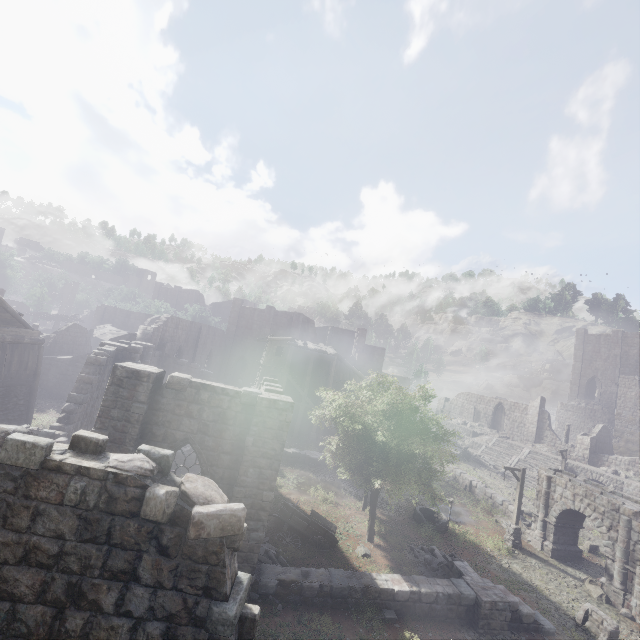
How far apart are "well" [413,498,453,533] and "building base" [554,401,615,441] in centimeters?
4216cm

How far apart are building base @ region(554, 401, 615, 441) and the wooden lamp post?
38.36m

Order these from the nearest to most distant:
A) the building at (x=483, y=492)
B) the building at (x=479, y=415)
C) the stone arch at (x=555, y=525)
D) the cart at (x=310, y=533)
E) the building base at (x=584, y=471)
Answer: the cart at (x=310, y=533)
the stone arch at (x=555, y=525)
the building at (x=483, y=492)
the building base at (x=584, y=471)
the building at (x=479, y=415)

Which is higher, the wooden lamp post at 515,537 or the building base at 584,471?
the building base at 584,471

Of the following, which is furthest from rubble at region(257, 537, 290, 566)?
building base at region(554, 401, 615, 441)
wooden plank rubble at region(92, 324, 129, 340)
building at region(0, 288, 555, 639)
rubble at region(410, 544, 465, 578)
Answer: building base at region(554, 401, 615, 441)

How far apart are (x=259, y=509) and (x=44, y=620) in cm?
709

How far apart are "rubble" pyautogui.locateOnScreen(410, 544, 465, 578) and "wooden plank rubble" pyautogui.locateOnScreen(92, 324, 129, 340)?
40.6m

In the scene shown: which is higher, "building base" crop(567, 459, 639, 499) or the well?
"building base" crop(567, 459, 639, 499)
